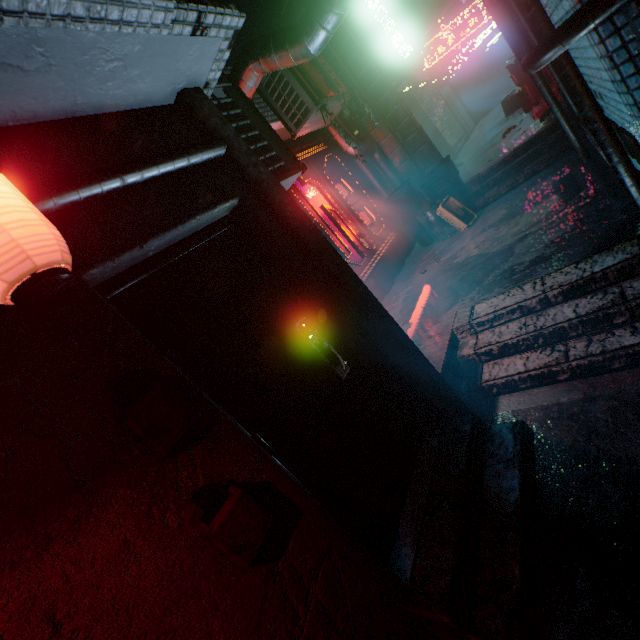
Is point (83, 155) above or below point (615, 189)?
above

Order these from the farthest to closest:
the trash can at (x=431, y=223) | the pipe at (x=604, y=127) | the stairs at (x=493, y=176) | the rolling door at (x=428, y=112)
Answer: the rolling door at (x=428, y=112) → the trash can at (x=431, y=223) → the stairs at (x=493, y=176) → the pipe at (x=604, y=127)

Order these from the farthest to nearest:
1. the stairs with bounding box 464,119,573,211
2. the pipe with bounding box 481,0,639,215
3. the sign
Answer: the sign → the stairs with bounding box 464,119,573,211 → the pipe with bounding box 481,0,639,215

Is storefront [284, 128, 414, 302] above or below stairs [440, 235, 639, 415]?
above

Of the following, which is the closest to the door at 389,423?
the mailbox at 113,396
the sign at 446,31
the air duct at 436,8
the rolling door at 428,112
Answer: the mailbox at 113,396

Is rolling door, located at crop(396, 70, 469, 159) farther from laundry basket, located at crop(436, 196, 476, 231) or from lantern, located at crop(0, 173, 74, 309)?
lantern, located at crop(0, 173, 74, 309)

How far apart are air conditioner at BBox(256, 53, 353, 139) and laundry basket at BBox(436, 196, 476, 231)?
2.14m

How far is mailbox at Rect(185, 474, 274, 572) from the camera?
1.1 meters
